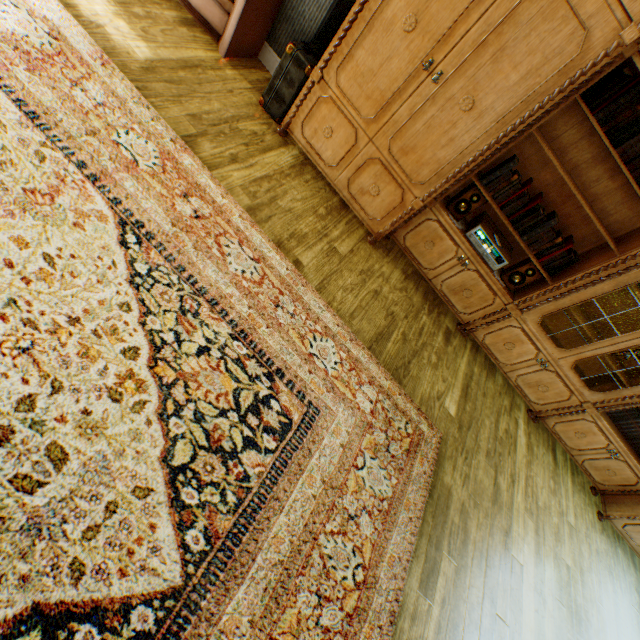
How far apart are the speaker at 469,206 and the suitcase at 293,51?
1.6m

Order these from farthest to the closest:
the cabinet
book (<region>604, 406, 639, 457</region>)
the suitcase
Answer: book (<region>604, 406, 639, 457</region>)
the suitcase
the cabinet

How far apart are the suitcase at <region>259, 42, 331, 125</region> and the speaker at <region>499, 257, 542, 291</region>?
2.5m

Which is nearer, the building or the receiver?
the building

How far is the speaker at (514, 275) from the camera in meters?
2.9 m

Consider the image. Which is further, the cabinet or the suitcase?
the suitcase

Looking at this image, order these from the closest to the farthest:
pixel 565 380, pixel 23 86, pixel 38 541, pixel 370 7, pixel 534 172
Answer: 1. pixel 38 541
2. pixel 23 86
3. pixel 370 7
4. pixel 534 172
5. pixel 565 380

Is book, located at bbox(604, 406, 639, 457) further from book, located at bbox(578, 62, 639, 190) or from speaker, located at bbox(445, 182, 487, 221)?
speaker, located at bbox(445, 182, 487, 221)
